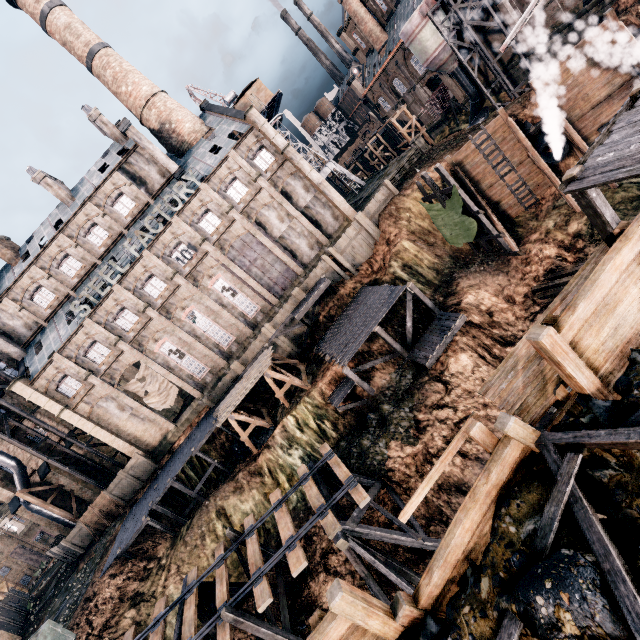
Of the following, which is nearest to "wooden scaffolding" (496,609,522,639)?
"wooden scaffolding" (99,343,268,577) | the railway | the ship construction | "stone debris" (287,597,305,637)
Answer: the railway

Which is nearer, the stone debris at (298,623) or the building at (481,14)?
the stone debris at (298,623)

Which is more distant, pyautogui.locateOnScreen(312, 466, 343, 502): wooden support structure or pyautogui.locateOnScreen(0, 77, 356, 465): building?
pyautogui.locateOnScreen(0, 77, 356, 465): building

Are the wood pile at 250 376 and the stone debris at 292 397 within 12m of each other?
yes

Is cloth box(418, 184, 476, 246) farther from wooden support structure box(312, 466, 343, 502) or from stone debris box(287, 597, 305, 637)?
stone debris box(287, 597, 305, 637)

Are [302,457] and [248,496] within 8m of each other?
yes

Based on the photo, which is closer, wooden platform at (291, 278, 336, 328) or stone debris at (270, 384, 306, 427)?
stone debris at (270, 384, 306, 427)

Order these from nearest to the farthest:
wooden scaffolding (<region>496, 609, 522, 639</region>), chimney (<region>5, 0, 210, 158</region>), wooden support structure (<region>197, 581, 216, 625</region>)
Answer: wooden scaffolding (<region>496, 609, 522, 639</region>) < wooden support structure (<region>197, 581, 216, 625</region>) < chimney (<region>5, 0, 210, 158</region>)
